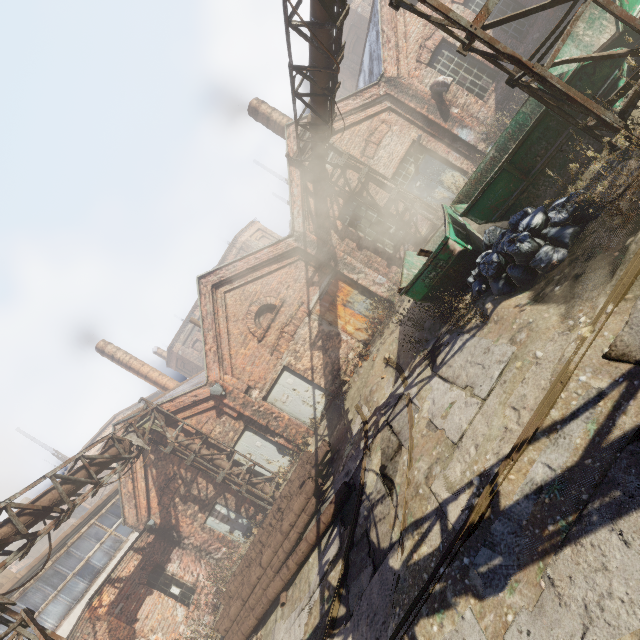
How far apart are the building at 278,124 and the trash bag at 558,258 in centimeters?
1069cm

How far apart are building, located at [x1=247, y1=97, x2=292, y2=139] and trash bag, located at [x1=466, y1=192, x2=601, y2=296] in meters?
10.7

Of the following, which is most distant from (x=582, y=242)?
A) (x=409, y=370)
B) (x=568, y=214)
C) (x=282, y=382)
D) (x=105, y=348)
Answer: (x=105, y=348)

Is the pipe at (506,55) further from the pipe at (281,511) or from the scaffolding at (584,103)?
the pipe at (281,511)

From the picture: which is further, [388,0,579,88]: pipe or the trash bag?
the trash bag

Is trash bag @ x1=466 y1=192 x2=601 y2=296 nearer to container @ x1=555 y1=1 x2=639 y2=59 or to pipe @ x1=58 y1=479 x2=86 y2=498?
container @ x1=555 y1=1 x2=639 y2=59

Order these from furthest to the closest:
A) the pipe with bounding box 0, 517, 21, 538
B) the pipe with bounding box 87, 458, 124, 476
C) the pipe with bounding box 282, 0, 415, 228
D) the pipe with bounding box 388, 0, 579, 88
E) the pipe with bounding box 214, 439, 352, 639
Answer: the pipe with bounding box 87, 458, 124, 476
the pipe with bounding box 214, 439, 352, 639
the pipe with bounding box 282, 0, 415, 228
the pipe with bounding box 0, 517, 21, 538
the pipe with bounding box 388, 0, 579, 88

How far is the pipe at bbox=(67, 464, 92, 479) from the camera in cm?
849
